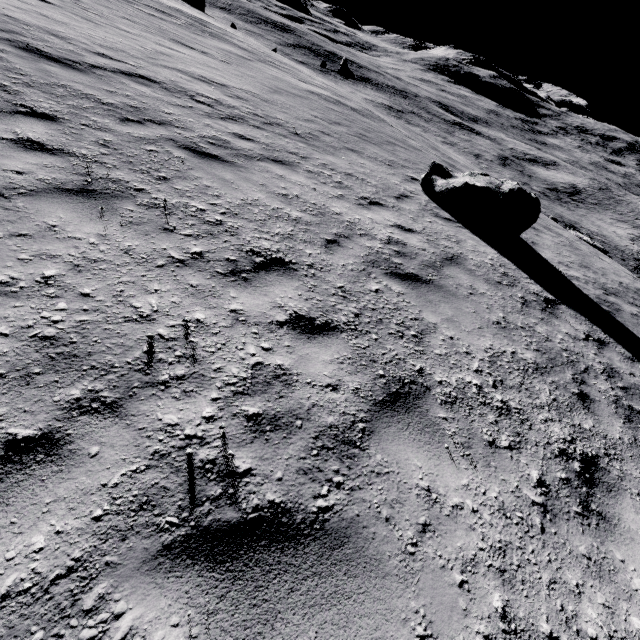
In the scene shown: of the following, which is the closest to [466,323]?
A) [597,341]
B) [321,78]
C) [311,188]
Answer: [597,341]

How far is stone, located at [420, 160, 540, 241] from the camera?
8.2m

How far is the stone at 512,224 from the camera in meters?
8.2 m
